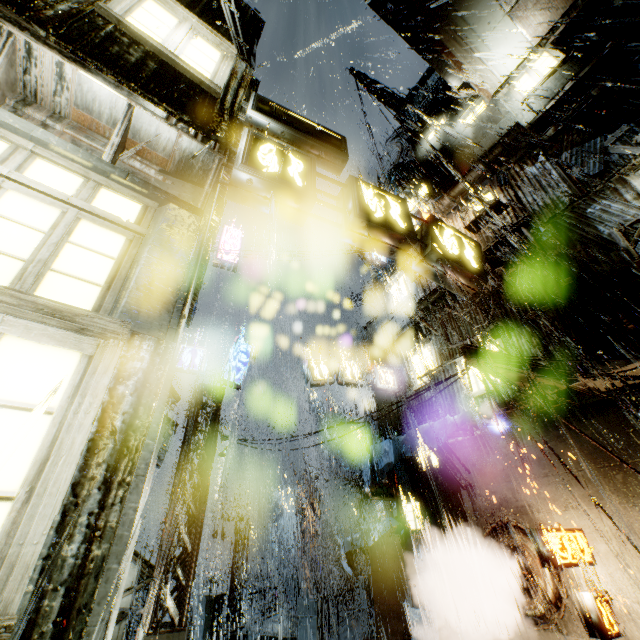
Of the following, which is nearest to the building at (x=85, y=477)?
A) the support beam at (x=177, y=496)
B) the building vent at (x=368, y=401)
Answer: the building vent at (x=368, y=401)

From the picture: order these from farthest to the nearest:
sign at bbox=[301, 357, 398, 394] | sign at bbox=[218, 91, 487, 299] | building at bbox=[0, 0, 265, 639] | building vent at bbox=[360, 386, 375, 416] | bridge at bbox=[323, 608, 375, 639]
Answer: building vent at bbox=[360, 386, 375, 416] → sign at bbox=[301, 357, 398, 394] → bridge at bbox=[323, 608, 375, 639] → sign at bbox=[218, 91, 487, 299] → building at bbox=[0, 0, 265, 639]

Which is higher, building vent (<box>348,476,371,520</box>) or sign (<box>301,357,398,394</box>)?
sign (<box>301,357,398,394</box>)

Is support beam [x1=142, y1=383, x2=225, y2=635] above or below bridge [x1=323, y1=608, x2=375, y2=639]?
above

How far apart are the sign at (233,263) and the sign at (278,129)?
11.0m

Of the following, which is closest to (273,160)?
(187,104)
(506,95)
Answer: (187,104)

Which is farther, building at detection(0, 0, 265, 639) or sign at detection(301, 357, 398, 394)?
sign at detection(301, 357, 398, 394)

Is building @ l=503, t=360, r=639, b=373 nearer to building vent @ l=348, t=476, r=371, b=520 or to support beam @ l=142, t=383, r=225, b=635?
building vent @ l=348, t=476, r=371, b=520
